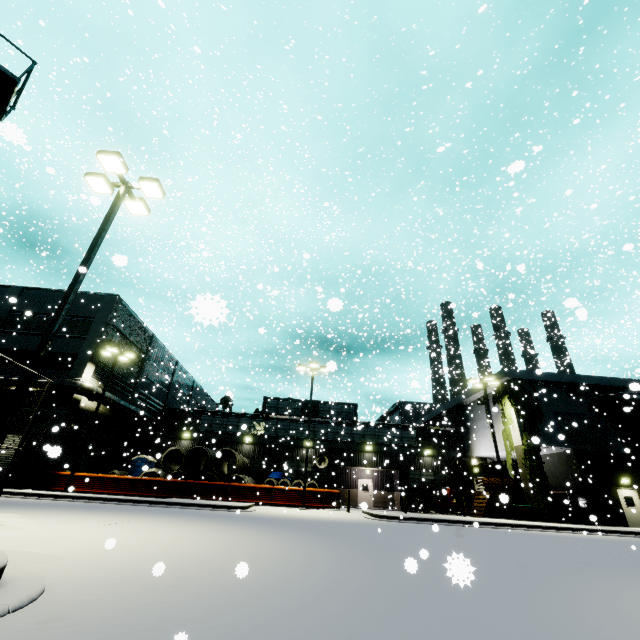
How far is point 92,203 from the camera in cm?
373

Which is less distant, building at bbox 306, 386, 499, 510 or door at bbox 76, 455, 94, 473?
door at bbox 76, 455, 94, 473

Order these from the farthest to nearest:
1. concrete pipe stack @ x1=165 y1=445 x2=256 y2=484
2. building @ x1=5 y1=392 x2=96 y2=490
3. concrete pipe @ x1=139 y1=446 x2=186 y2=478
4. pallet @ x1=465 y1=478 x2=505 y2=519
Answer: concrete pipe @ x1=139 y1=446 x2=186 y2=478, concrete pipe stack @ x1=165 y1=445 x2=256 y2=484, pallet @ x1=465 y1=478 x2=505 y2=519, building @ x1=5 y1=392 x2=96 y2=490

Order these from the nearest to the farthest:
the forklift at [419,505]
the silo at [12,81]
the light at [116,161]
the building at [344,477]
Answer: the light at [116,161]
the silo at [12,81]
the forklift at [419,505]
the building at [344,477]

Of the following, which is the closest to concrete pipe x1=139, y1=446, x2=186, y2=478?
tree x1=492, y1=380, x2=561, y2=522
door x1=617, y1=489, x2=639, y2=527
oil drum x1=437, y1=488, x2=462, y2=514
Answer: tree x1=492, y1=380, x2=561, y2=522

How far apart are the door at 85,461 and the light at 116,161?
21.7 meters

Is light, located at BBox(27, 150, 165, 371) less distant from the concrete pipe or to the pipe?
the concrete pipe

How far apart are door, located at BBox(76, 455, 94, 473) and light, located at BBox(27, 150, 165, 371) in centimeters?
2168cm
